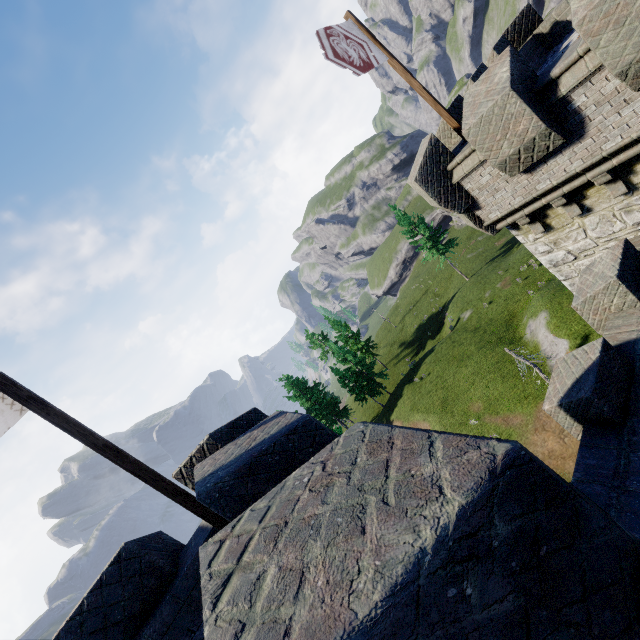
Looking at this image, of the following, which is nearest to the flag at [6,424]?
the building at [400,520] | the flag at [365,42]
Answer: the building at [400,520]

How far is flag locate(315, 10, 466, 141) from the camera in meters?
7.4 m

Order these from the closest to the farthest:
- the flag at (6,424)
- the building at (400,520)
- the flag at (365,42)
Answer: the building at (400,520) < the flag at (6,424) < the flag at (365,42)

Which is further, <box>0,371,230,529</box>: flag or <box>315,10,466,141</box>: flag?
<box>315,10,466,141</box>: flag

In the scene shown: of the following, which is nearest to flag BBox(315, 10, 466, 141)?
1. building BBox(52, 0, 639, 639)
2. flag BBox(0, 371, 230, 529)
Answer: building BBox(52, 0, 639, 639)

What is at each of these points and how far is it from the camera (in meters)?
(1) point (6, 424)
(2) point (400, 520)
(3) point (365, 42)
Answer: (1) flag, 4.21
(2) building, 1.20
(3) flag, 8.48

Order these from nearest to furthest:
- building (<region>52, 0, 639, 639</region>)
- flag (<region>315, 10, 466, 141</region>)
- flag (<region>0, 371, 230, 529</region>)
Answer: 1. building (<region>52, 0, 639, 639</region>)
2. flag (<region>0, 371, 230, 529</region>)
3. flag (<region>315, 10, 466, 141</region>)

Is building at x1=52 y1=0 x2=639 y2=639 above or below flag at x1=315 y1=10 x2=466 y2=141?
below
